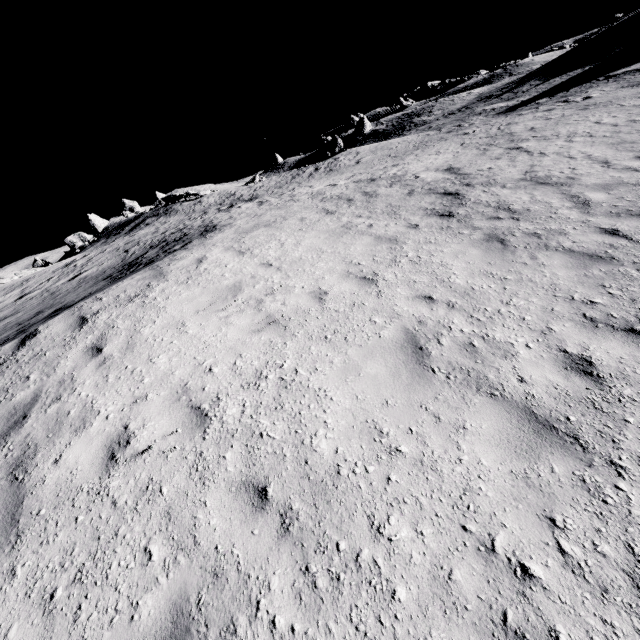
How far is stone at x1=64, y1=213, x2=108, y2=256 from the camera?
40.2 meters

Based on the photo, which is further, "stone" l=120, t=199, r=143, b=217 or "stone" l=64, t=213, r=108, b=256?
"stone" l=120, t=199, r=143, b=217

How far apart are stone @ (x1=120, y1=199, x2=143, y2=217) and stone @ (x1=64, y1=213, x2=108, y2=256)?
2.70m

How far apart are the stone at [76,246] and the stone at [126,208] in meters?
2.7

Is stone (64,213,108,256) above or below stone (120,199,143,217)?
below

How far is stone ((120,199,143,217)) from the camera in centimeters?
4939cm

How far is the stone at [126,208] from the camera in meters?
49.4

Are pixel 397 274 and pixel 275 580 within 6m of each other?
yes
